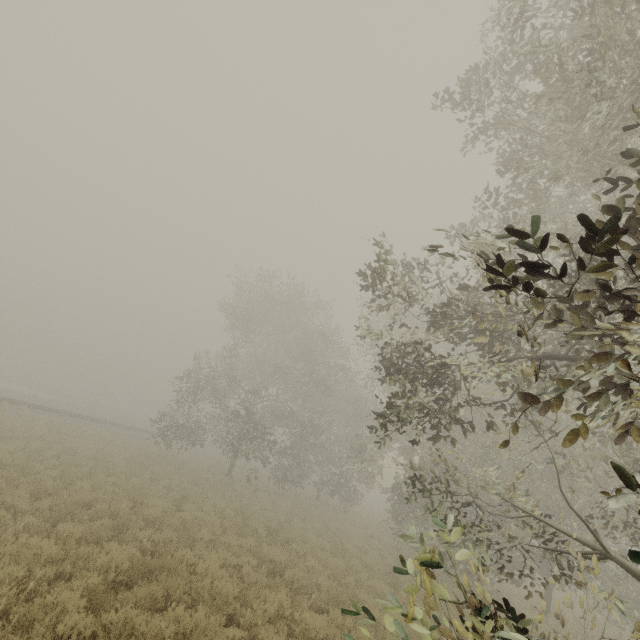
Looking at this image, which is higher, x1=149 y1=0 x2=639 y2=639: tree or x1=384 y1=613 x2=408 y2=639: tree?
x1=149 y1=0 x2=639 y2=639: tree

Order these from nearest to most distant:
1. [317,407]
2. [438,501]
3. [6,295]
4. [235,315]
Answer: [438,501] → [235,315] → [317,407] → [6,295]

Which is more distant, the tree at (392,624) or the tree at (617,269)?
the tree at (617,269)

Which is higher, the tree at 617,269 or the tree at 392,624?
the tree at 617,269

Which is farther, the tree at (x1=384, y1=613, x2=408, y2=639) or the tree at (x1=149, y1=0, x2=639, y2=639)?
the tree at (x1=149, y1=0, x2=639, y2=639)
